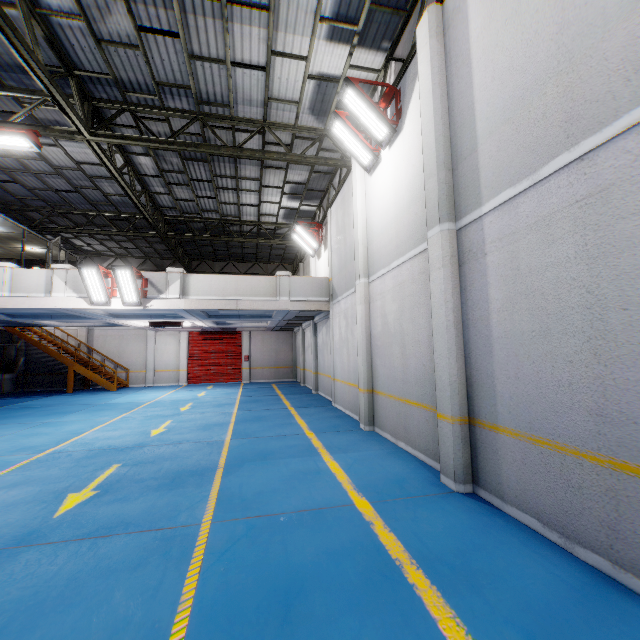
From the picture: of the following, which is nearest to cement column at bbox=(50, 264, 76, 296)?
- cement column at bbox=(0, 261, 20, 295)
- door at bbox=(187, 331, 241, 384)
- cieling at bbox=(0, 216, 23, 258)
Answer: cement column at bbox=(0, 261, 20, 295)

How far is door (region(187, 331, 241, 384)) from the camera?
23.0m

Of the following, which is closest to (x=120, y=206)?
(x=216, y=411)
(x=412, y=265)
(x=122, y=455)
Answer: (x=216, y=411)

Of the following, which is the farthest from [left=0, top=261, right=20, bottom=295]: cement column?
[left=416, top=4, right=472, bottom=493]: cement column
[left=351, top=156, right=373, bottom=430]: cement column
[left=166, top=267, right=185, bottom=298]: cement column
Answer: [left=416, top=4, right=472, bottom=493]: cement column

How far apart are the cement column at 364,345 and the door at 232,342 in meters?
15.7

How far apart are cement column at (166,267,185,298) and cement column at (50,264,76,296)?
3.09m

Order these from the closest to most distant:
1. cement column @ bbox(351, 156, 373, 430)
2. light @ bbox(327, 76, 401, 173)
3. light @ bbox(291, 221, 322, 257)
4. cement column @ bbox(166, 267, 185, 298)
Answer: light @ bbox(327, 76, 401, 173)
cement column @ bbox(351, 156, 373, 430)
cement column @ bbox(166, 267, 185, 298)
light @ bbox(291, 221, 322, 257)

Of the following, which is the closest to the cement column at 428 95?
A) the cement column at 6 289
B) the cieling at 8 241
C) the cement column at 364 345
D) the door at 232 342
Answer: the cement column at 364 345
